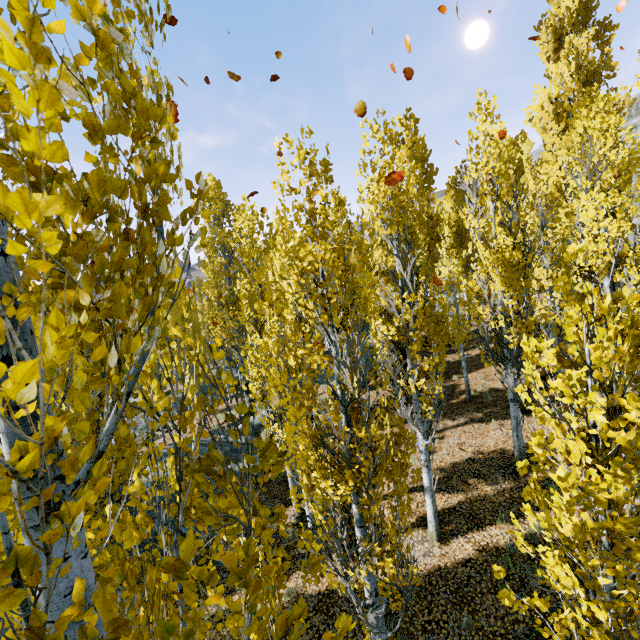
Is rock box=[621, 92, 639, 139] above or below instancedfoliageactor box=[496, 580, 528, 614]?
above

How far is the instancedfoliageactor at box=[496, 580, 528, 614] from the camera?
3.2 meters

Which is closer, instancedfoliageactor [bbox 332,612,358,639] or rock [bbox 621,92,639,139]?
instancedfoliageactor [bbox 332,612,358,639]

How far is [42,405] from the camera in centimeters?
81cm

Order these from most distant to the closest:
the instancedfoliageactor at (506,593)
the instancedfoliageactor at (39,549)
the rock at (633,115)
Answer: the rock at (633,115) → the instancedfoliageactor at (506,593) → the instancedfoliageactor at (39,549)

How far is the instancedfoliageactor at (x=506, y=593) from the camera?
3.19m

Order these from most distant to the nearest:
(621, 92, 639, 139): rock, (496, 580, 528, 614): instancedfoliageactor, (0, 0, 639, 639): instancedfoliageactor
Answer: (621, 92, 639, 139): rock < (496, 580, 528, 614): instancedfoliageactor < (0, 0, 639, 639): instancedfoliageactor
